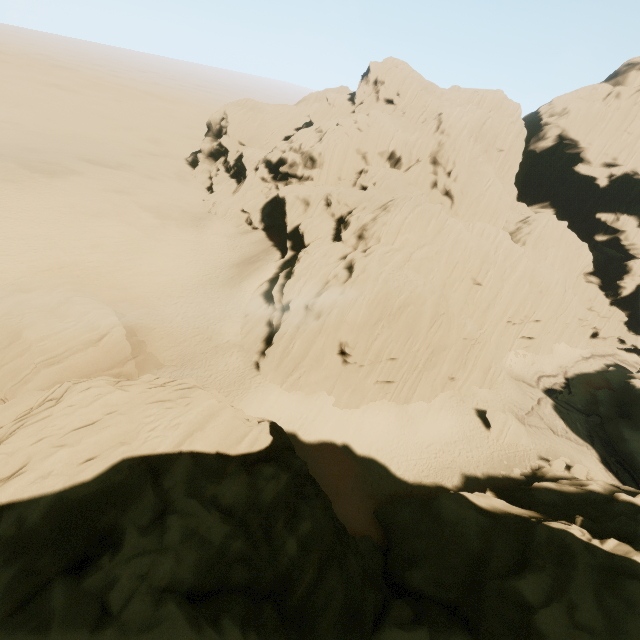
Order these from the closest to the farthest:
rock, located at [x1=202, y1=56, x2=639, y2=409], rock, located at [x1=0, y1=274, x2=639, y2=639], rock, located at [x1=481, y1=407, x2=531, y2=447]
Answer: rock, located at [x1=0, y1=274, x2=639, y2=639], rock, located at [x1=202, y1=56, x2=639, y2=409], rock, located at [x1=481, y1=407, x2=531, y2=447]

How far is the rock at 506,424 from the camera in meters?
31.6

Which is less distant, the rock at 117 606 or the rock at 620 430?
the rock at 117 606

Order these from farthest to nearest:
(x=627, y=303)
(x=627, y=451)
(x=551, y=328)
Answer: (x=627, y=303) → (x=551, y=328) → (x=627, y=451)

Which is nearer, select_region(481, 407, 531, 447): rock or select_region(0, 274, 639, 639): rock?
select_region(0, 274, 639, 639): rock

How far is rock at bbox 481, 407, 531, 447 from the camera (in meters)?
31.62
